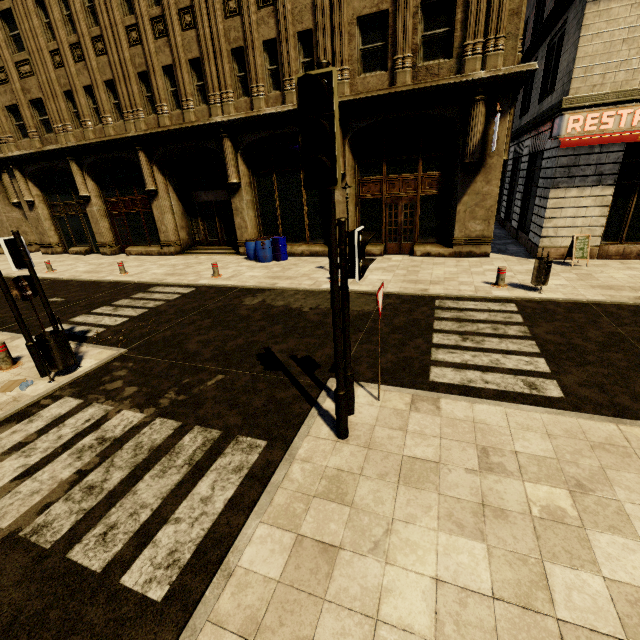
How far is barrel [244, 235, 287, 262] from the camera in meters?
14.1 m

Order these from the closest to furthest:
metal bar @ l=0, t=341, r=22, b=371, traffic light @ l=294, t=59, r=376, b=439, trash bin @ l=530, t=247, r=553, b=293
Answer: traffic light @ l=294, t=59, r=376, b=439
metal bar @ l=0, t=341, r=22, b=371
trash bin @ l=530, t=247, r=553, b=293

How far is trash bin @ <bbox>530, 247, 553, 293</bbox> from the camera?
8.28m

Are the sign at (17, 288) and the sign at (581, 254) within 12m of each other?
no

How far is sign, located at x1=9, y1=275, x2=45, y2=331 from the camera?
6.1m

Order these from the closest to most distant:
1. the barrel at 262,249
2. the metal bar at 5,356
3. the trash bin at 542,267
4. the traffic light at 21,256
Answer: the traffic light at 21,256 < the metal bar at 5,356 < the trash bin at 542,267 < the barrel at 262,249

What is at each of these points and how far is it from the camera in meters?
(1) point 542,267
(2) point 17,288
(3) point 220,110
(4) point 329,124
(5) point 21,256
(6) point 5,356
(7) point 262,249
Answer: (1) trash bin, 8.3
(2) sign, 6.2
(3) building, 13.7
(4) traffic light, 2.6
(5) traffic light, 5.8
(6) metal bar, 6.6
(7) barrel, 14.1

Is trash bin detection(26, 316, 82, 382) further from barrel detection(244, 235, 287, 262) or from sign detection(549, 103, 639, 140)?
sign detection(549, 103, 639, 140)
